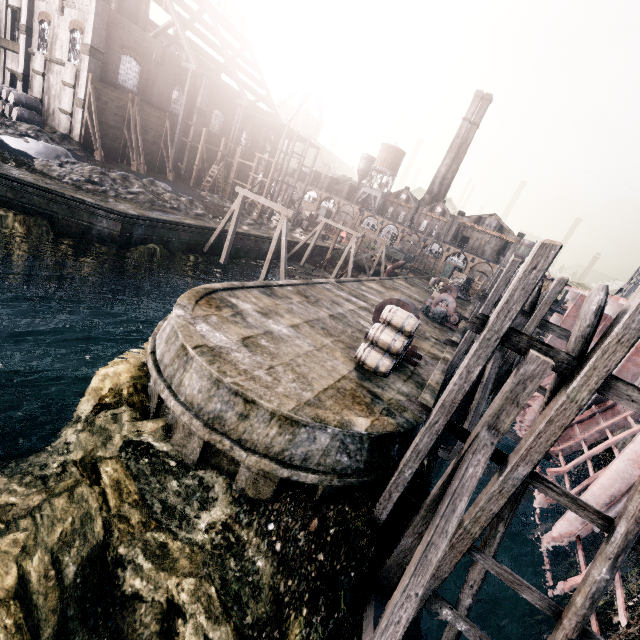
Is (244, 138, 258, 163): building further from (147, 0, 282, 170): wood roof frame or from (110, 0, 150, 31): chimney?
(110, 0, 150, 31): chimney

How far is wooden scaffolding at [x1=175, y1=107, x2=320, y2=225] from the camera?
40.12m

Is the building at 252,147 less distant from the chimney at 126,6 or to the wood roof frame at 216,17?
the wood roof frame at 216,17

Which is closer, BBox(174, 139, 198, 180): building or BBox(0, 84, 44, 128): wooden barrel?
BBox(0, 84, 44, 128): wooden barrel

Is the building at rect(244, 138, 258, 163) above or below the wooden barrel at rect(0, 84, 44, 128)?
above

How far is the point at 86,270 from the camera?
21.5m

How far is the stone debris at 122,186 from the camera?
23.8m

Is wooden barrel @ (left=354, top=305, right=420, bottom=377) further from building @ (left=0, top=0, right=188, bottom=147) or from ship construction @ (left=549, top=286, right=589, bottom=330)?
building @ (left=0, top=0, right=188, bottom=147)
